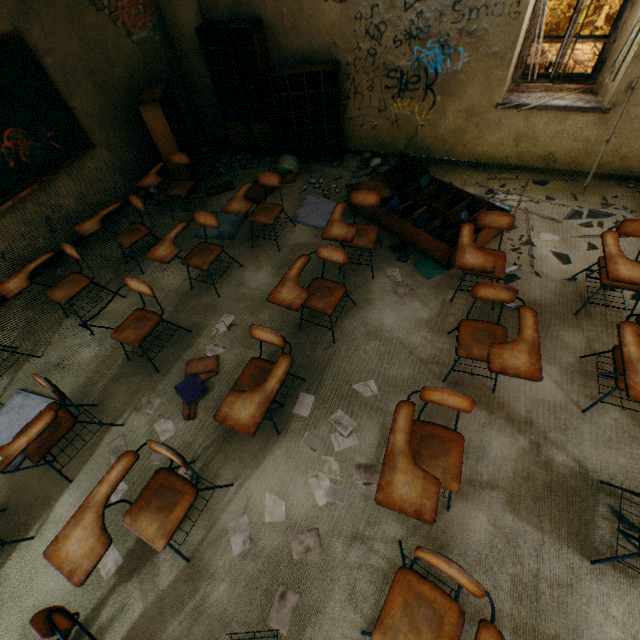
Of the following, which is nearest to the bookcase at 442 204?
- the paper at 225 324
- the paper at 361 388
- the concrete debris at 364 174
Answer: the concrete debris at 364 174

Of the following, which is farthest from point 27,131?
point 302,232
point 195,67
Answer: point 302,232

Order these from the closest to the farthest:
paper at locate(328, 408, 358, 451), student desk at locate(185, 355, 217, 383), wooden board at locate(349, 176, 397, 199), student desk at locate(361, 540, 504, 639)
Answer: student desk at locate(361, 540, 504, 639)
paper at locate(328, 408, 358, 451)
student desk at locate(185, 355, 217, 383)
wooden board at locate(349, 176, 397, 199)

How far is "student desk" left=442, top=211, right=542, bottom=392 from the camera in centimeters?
219cm

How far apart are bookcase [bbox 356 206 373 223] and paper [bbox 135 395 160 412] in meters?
3.3

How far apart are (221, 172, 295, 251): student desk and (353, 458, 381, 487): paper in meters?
2.4

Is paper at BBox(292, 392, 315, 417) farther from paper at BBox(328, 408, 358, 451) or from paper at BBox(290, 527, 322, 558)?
paper at BBox(290, 527, 322, 558)

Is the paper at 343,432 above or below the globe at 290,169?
below
